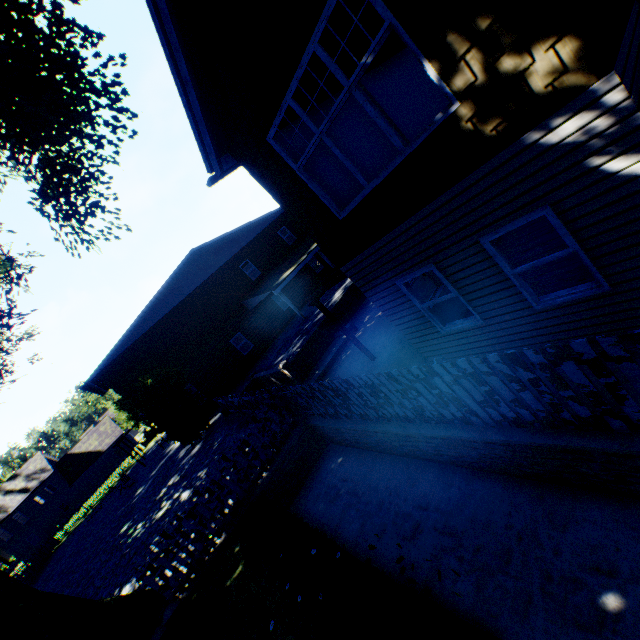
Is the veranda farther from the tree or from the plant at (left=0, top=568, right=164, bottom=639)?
the tree

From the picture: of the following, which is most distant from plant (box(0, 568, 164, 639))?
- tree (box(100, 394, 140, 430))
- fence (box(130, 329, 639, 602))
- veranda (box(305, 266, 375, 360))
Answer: veranda (box(305, 266, 375, 360))

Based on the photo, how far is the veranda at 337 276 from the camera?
9.5 meters

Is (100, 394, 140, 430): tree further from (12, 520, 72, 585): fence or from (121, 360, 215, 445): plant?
(121, 360, 215, 445): plant

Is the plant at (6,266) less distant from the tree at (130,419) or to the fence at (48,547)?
the fence at (48,547)

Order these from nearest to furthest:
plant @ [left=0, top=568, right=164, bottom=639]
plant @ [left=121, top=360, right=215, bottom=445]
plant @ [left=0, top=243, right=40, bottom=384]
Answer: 1. plant @ [left=0, top=568, right=164, bottom=639]
2. plant @ [left=0, top=243, right=40, bottom=384]
3. plant @ [left=121, top=360, right=215, bottom=445]

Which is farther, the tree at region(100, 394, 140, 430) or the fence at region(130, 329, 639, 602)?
the tree at region(100, 394, 140, 430)

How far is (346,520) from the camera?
6.5m
